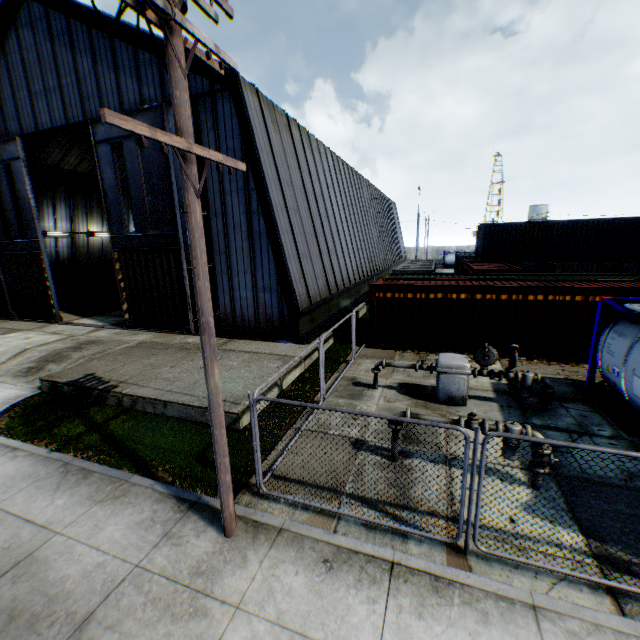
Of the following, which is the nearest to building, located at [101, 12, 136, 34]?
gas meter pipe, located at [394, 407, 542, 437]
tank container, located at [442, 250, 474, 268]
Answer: tank container, located at [442, 250, 474, 268]

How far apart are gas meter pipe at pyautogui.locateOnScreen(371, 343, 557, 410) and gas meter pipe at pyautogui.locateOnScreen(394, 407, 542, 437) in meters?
Result: 2.8 m

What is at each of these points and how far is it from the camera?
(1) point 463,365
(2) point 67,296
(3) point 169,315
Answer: (1) gas meter pipe, 9.22m
(2) storage container, 25.33m
(3) hanging door, 16.78m

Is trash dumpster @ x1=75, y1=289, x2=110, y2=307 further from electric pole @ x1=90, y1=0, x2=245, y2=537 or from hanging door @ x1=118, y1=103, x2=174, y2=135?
electric pole @ x1=90, y1=0, x2=245, y2=537

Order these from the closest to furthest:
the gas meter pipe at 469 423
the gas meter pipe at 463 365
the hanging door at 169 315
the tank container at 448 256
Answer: the gas meter pipe at 469 423 → the gas meter pipe at 463 365 → the hanging door at 169 315 → the tank container at 448 256

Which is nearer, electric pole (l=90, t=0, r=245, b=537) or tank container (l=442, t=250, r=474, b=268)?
electric pole (l=90, t=0, r=245, b=537)

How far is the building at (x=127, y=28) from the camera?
13.55m

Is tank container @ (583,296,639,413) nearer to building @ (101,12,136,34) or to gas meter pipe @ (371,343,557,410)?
gas meter pipe @ (371,343,557,410)
